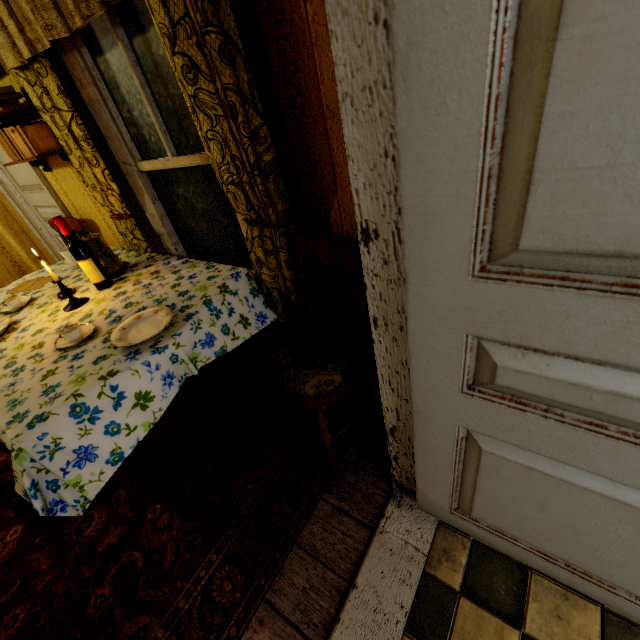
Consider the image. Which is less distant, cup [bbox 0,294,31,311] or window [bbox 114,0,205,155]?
window [bbox 114,0,205,155]

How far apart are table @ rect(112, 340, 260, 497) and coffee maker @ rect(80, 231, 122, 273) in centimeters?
69cm

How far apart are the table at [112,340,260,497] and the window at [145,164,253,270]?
0.32m

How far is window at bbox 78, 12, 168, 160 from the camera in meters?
1.7

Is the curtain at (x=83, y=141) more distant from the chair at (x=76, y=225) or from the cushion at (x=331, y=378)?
the chair at (x=76, y=225)

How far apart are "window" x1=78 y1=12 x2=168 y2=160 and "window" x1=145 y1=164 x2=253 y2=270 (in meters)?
0.09

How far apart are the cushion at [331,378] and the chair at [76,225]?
2.6m

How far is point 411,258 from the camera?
0.70m
